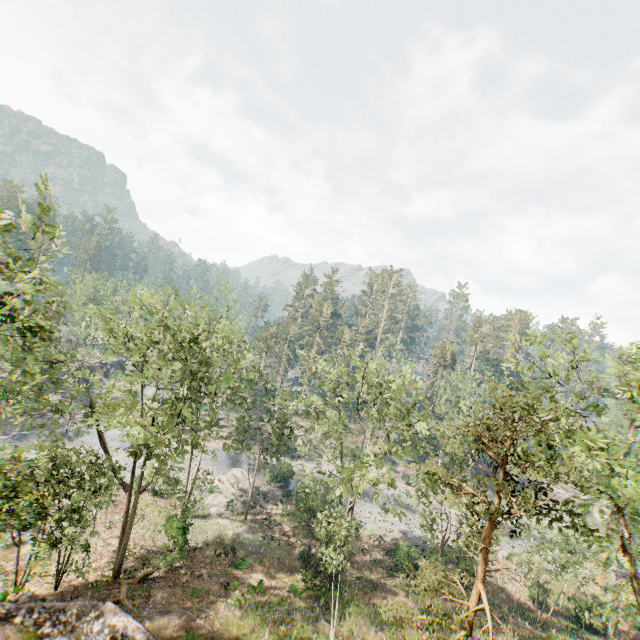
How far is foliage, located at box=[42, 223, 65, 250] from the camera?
9.23m

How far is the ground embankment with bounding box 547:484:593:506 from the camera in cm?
5569

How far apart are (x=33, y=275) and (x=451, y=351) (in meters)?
60.59

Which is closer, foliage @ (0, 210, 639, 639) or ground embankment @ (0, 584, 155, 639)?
foliage @ (0, 210, 639, 639)

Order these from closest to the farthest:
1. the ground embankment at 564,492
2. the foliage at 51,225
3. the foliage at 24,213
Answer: the foliage at 24,213, the foliage at 51,225, the ground embankment at 564,492

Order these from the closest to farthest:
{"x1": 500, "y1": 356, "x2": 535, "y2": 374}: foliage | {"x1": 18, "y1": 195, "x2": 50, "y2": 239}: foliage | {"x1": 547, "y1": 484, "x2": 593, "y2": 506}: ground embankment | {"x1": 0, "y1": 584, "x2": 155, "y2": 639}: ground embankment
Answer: {"x1": 18, "y1": 195, "x2": 50, "y2": 239}: foliage, {"x1": 500, "y1": 356, "x2": 535, "y2": 374}: foliage, {"x1": 0, "y1": 584, "x2": 155, "y2": 639}: ground embankment, {"x1": 547, "y1": 484, "x2": 593, "y2": 506}: ground embankment

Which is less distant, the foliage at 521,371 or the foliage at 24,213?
the foliage at 24,213
